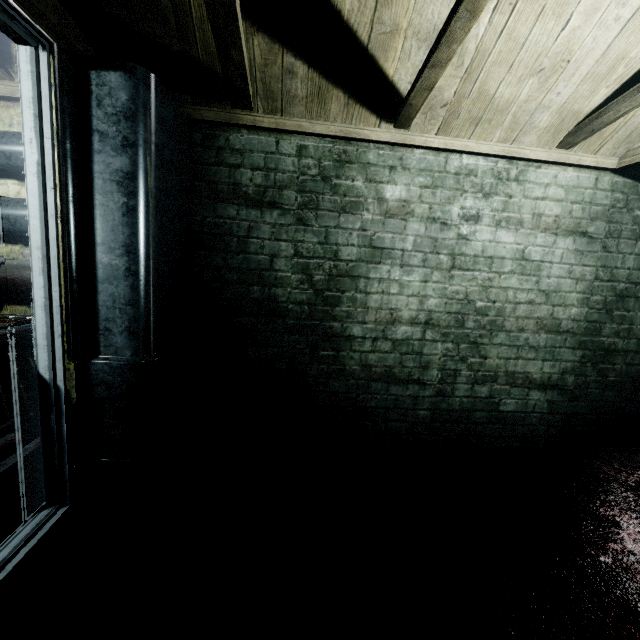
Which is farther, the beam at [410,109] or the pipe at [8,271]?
the pipe at [8,271]

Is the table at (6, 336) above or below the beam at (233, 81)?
below

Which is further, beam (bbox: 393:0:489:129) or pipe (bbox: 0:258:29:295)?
pipe (bbox: 0:258:29:295)

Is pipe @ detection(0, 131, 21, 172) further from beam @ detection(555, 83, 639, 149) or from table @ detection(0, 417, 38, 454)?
beam @ detection(555, 83, 639, 149)

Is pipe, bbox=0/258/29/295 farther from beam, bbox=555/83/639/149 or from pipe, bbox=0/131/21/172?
beam, bbox=555/83/639/149

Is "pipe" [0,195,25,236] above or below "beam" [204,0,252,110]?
below

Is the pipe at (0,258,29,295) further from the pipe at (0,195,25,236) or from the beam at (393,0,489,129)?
the beam at (393,0,489,129)

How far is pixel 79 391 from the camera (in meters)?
1.47
